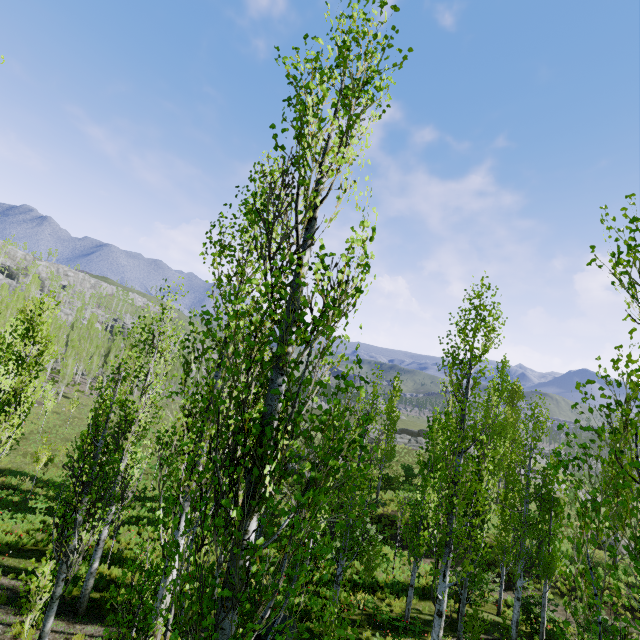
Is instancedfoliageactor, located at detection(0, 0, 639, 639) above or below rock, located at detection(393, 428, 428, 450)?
above

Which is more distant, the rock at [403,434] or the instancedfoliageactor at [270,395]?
the rock at [403,434]

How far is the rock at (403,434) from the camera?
46.78m

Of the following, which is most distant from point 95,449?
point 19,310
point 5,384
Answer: point 19,310

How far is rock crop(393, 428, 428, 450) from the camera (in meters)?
46.78

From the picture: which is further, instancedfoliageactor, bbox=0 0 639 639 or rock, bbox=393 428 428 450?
rock, bbox=393 428 428 450
